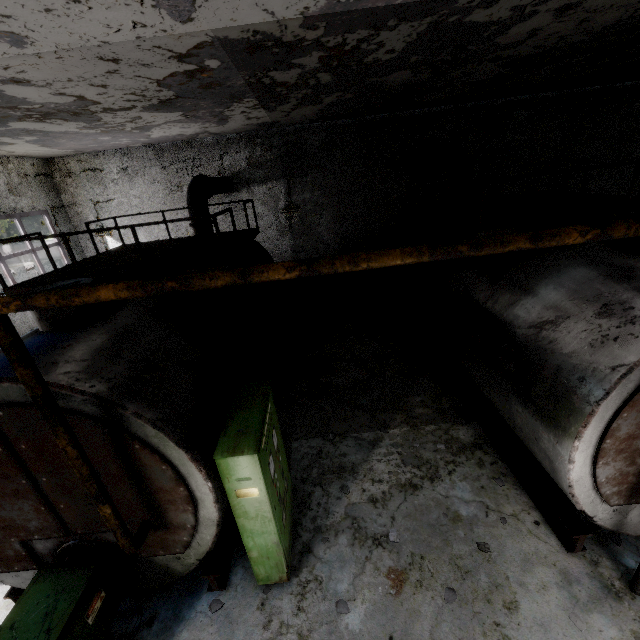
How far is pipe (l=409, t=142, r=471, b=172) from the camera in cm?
902

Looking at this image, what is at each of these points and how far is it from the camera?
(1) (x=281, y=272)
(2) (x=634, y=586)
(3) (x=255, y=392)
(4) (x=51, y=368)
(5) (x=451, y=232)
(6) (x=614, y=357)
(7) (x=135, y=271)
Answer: (1) pipe, 2.20m
(2) pipe holder, 3.89m
(3) power box, 4.42m
(4) boiler tank, 3.18m
(5) boiler tank, 7.93m
(6) boiler tank, 3.33m
(7) boiler tank, 5.30m

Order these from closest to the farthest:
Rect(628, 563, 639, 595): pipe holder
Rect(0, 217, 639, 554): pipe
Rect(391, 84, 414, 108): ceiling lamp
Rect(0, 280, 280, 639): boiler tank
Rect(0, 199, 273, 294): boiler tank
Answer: Rect(0, 217, 639, 554): pipe
Rect(0, 280, 280, 639): boiler tank
Rect(628, 563, 639, 595): pipe holder
Rect(0, 199, 273, 294): boiler tank
Rect(391, 84, 414, 108): ceiling lamp

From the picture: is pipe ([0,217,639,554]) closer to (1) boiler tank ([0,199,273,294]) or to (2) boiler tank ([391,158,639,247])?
(2) boiler tank ([391,158,639,247])

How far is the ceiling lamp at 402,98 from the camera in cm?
800

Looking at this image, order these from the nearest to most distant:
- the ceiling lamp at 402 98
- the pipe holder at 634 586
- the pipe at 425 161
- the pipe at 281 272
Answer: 1. the pipe at 281 272
2. the pipe holder at 634 586
3. the ceiling lamp at 402 98
4. the pipe at 425 161

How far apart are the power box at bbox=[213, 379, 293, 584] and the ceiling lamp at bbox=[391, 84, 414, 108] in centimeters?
762cm
